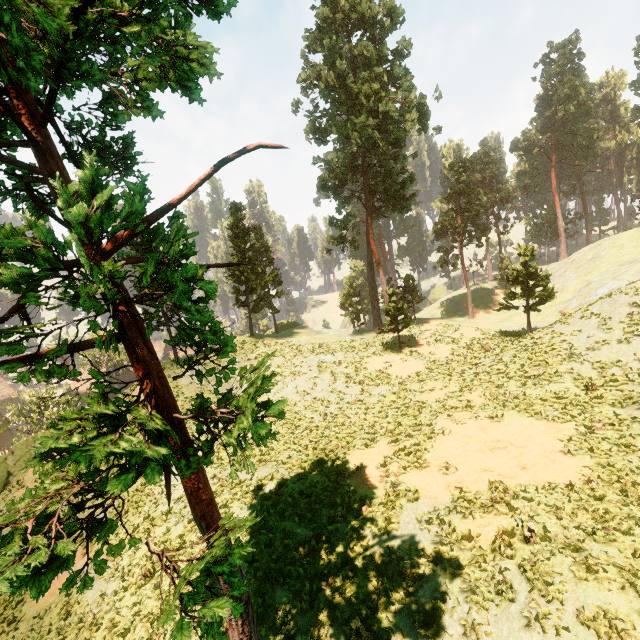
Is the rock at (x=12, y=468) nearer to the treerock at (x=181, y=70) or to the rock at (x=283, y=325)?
the rock at (x=283, y=325)

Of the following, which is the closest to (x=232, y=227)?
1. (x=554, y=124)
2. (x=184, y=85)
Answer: (x=184, y=85)

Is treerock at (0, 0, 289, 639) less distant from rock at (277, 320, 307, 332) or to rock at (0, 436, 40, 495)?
rock at (277, 320, 307, 332)

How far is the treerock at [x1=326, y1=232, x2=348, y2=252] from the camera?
36.9m

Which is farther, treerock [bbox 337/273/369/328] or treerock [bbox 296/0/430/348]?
treerock [bbox 337/273/369/328]
